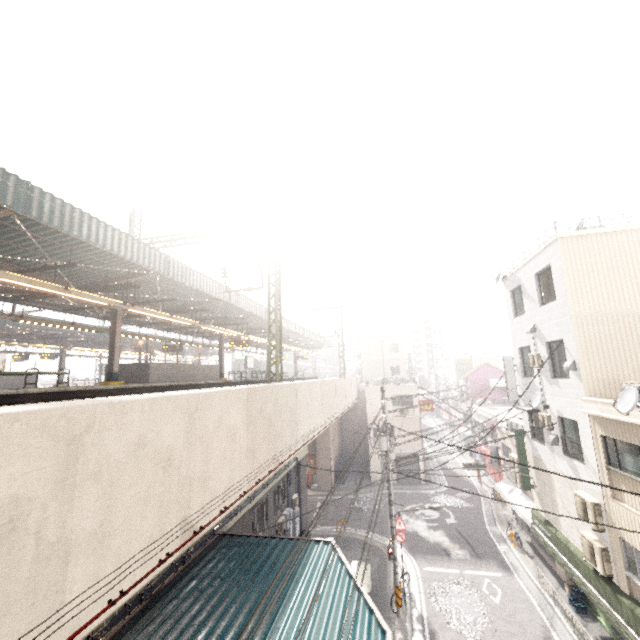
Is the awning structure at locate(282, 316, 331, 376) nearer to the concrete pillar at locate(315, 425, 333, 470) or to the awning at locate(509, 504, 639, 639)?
the concrete pillar at locate(315, 425, 333, 470)

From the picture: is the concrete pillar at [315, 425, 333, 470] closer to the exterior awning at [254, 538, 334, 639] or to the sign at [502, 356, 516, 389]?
the exterior awning at [254, 538, 334, 639]

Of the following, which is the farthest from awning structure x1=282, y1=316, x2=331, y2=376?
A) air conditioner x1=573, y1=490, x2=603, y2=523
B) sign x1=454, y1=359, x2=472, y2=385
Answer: sign x1=454, y1=359, x2=472, y2=385

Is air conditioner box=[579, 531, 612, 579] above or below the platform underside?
below

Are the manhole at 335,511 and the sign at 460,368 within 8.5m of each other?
no

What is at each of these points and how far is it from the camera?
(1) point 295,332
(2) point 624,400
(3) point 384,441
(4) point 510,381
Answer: (1) awning structure, 29.45m
(2) satellite dish, 8.51m
(3) utility pole, 14.41m
(4) sign, 16.73m

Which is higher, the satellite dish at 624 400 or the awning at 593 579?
the satellite dish at 624 400

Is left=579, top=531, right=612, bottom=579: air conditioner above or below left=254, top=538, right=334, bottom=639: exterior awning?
below
